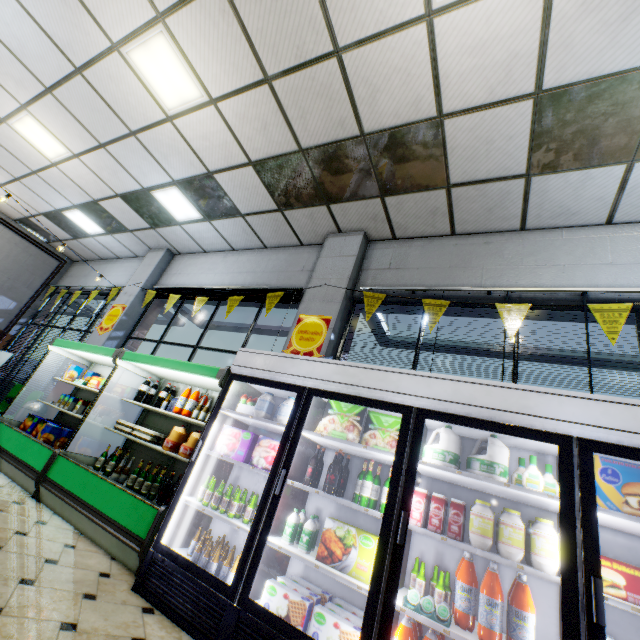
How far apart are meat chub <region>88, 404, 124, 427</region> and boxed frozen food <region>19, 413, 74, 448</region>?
0.8m

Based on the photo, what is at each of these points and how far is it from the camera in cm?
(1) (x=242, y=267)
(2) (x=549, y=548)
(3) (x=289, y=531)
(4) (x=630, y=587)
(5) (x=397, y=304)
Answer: (1) building, 655
(2) yogurt container, 193
(3) milk bottle, 263
(4) boxed frozen food, 192
(5) building, 468

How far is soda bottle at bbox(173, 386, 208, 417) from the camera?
4.23m

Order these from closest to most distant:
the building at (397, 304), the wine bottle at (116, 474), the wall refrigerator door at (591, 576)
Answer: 1. the wall refrigerator door at (591, 576)
2. the wine bottle at (116, 474)
3. the building at (397, 304)

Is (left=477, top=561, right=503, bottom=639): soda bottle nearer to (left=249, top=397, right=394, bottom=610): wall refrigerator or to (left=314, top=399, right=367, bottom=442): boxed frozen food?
(left=249, top=397, right=394, bottom=610): wall refrigerator

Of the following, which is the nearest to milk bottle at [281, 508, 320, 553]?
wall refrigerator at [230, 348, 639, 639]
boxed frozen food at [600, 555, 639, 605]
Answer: wall refrigerator at [230, 348, 639, 639]

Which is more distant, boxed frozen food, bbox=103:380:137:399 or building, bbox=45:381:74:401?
building, bbox=45:381:74:401

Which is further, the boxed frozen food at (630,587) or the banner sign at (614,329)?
the banner sign at (614,329)
